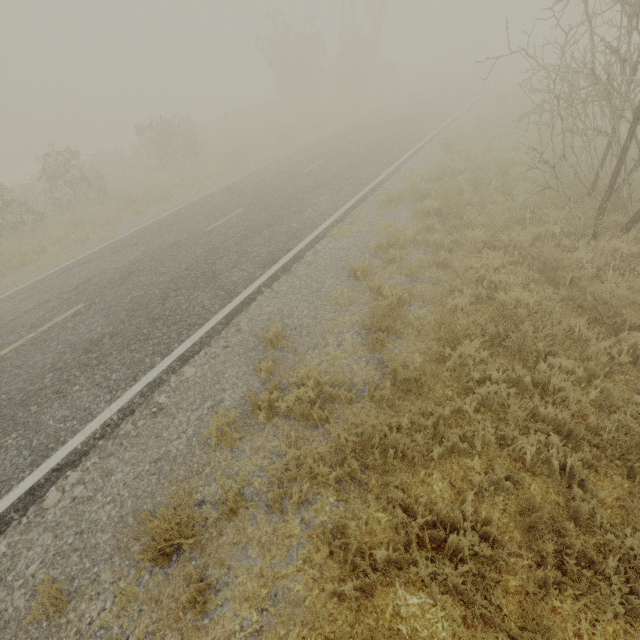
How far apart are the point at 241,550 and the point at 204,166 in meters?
19.8 m
